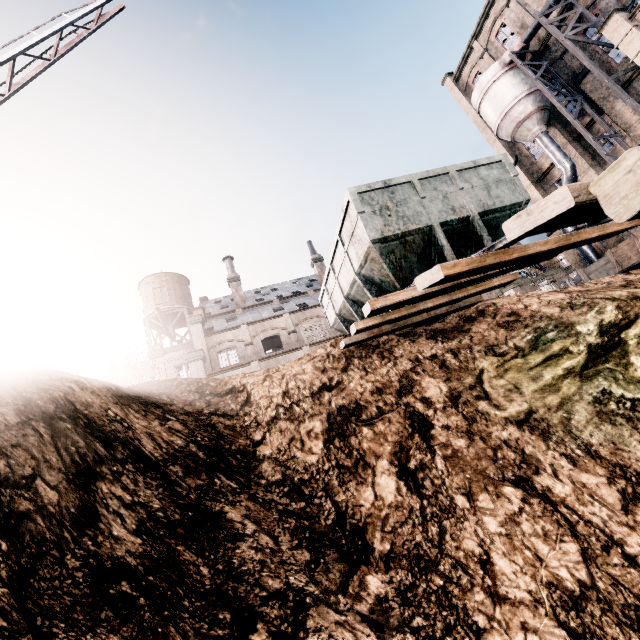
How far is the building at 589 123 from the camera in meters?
28.0 m

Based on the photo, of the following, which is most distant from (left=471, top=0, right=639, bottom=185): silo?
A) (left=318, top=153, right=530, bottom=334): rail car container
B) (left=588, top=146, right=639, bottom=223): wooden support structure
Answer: (left=588, top=146, right=639, bottom=223): wooden support structure

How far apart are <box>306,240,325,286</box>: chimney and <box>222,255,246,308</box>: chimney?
9.5m

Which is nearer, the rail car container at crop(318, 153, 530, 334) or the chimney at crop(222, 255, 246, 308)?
the rail car container at crop(318, 153, 530, 334)

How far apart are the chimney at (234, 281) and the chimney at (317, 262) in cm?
947

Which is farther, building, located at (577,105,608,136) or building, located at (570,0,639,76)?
building, located at (577,105,608,136)

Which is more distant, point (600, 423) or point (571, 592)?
point (600, 423)

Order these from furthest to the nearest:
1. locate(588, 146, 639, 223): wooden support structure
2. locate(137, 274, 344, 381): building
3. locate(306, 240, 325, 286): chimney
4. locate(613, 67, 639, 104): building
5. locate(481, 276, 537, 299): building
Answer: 1. locate(481, 276, 537, 299): building
2. locate(306, 240, 325, 286): chimney
3. locate(137, 274, 344, 381): building
4. locate(613, 67, 639, 104): building
5. locate(588, 146, 639, 223): wooden support structure
